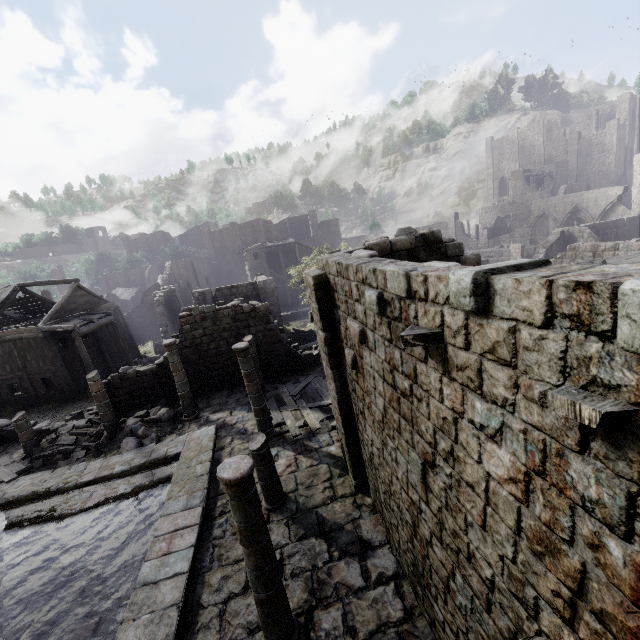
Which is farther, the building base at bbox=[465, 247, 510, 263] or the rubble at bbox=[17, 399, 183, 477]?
the building base at bbox=[465, 247, 510, 263]

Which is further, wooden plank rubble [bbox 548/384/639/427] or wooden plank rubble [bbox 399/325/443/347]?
wooden plank rubble [bbox 399/325/443/347]

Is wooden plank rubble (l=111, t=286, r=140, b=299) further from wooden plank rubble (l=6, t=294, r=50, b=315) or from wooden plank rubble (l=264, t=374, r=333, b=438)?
wooden plank rubble (l=264, t=374, r=333, b=438)

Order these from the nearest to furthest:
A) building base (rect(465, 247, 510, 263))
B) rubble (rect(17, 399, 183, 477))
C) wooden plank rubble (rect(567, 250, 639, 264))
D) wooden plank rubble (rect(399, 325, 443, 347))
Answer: wooden plank rubble (rect(399, 325, 443, 347)), wooden plank rubble (rect(567, 250, 639, 264)), rubble (rect(17, 399, 183, 477)), building base (rect(465, 247, 510, 263))

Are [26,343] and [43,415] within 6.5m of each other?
yes

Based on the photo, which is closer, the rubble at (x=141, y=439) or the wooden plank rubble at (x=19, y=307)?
the rubble at (x=141, y=439)

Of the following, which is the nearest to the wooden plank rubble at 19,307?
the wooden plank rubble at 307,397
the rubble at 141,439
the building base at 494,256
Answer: the rubble at 141,439

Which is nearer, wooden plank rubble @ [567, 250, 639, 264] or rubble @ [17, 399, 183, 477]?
wooden plank rubble @ [567, 250, 639, 264]
